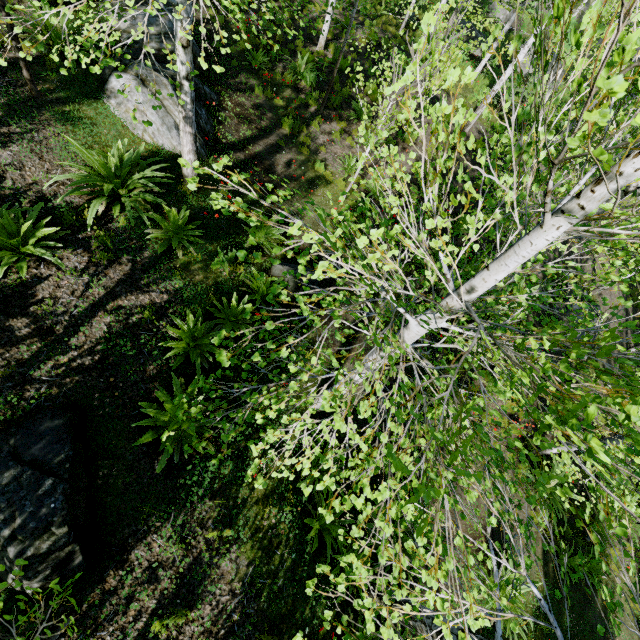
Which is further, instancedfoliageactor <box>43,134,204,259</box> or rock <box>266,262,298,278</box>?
rock <box>266,262,298,278</box>

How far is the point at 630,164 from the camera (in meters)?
1.59

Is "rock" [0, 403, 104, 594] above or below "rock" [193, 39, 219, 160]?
above

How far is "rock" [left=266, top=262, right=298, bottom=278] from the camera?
6.5 meters

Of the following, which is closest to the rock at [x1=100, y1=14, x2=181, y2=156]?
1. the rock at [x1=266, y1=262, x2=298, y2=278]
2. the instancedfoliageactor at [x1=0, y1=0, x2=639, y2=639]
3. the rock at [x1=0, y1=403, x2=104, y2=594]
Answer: the instancedfoliageactor at [x1=0, y1=0, x2=639, y2=639]

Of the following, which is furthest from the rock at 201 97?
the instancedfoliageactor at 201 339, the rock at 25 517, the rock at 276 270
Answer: the rock at 25 517

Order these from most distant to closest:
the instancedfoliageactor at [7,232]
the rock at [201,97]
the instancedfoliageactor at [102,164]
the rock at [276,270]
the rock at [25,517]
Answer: the rock at [201,97], the rock at [276,270], the instancedfoliageactor at [102,164], the instancedfoliageactor at [7,232], the rock at [25,517]

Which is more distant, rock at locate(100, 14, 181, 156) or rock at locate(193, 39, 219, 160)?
rock at locate(193, 39, 219, 160)
